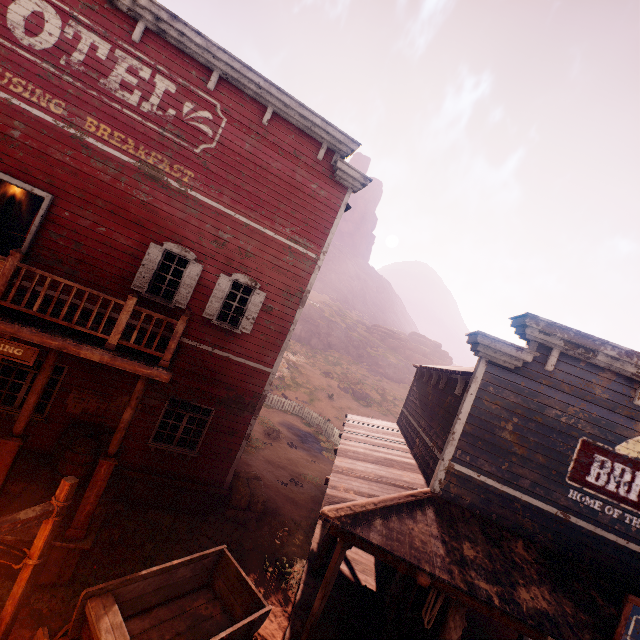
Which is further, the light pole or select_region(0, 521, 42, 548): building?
select_region(0, 521, 42, 548): building

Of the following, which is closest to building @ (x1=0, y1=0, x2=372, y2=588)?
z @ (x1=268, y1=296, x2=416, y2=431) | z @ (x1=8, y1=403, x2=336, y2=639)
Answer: z @ (x1=8, y1=403, x2=336, y2=639)

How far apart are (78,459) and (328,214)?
9.56m

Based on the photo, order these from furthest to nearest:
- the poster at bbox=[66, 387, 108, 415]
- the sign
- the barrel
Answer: the poster at bbox=[66, 387, 108, 415], the barrel, the sign

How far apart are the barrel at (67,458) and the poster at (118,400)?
0.2m

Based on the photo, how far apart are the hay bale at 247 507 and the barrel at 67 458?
3.6m

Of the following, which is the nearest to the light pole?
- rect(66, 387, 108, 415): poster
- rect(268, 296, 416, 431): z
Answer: rect(66, 387, 108, 415): poster

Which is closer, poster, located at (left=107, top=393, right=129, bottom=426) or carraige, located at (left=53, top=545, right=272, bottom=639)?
carraige, located at (left=53, top=545, right=272, bottom=639)
